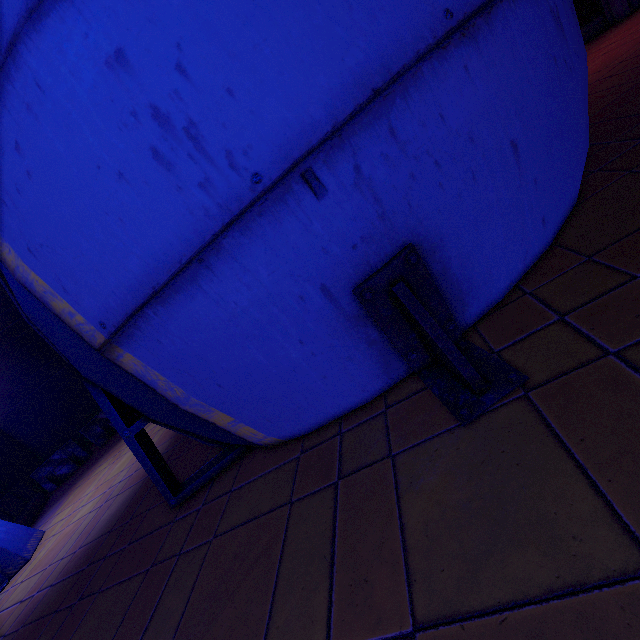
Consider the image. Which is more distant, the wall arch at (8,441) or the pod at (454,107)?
the wall arch at (8,441)

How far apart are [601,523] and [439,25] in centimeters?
246cm

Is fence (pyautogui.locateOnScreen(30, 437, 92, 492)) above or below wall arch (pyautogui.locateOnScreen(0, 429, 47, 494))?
below

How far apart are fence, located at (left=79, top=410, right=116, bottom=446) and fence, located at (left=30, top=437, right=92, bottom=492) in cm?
25

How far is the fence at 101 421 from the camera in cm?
1131

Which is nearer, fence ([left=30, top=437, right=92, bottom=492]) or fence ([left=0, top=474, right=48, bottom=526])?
fence ([left=0, top=474, right=48, bottom=526])

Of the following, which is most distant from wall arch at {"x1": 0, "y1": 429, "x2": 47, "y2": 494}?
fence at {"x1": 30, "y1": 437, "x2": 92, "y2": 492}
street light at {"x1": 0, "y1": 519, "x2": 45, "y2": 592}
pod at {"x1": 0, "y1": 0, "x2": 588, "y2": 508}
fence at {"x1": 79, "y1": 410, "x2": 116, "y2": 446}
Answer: pod at {"x1": 0, "y1": 0, "x2": 588, "y2": 508}

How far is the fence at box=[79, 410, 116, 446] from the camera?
11.3 meters
